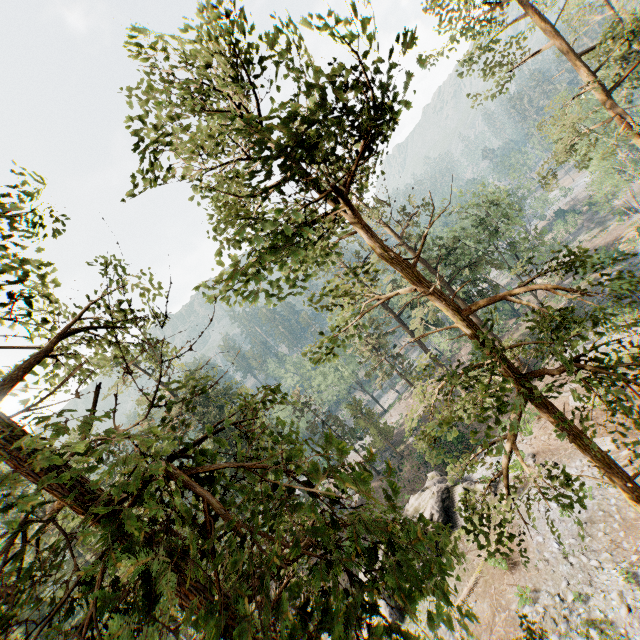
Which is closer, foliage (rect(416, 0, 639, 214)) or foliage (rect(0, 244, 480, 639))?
foliage (rect(0, 244, 480, 639))

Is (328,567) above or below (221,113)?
below

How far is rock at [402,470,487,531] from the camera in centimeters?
2333cm

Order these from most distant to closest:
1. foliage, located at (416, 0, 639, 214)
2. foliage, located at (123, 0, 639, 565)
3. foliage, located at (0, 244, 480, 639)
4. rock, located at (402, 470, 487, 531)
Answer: rock, located at (402, 470, 487, 531) < foliage, located at (416, 0, 639, 214) < foliage, located at (123, 0, 639, 565) < foliage, located at (0, 244, 480, 639)

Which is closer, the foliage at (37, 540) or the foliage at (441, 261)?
the foliage at (37, 540)

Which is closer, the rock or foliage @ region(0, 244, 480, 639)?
foliage @ region(0, 244, 480, 639)
